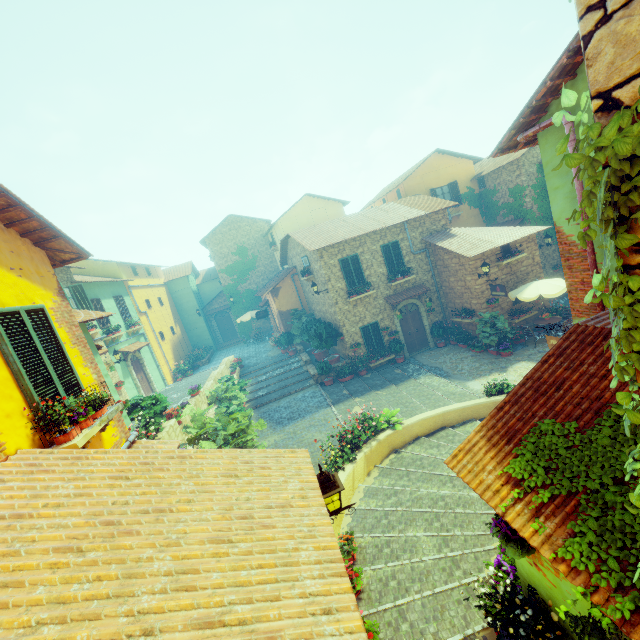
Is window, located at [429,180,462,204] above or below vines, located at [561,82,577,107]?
above

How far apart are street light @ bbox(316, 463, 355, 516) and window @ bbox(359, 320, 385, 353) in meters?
13.0

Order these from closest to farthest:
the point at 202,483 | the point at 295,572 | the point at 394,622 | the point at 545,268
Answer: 1. the point at 295,572
2. the point at 202,483
3. the point at 394,622
4. the point at 545,268

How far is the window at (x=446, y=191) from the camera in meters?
21.8

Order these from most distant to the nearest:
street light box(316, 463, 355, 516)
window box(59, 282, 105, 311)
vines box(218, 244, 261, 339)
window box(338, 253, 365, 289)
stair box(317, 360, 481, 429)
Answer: vines box(218, 244, 261, 339), window box(338, 253, 365, 289), window box(59, 282, 105, 311), stair box(317, 360, 481, 429), street light box(316, 463, 355, 516)

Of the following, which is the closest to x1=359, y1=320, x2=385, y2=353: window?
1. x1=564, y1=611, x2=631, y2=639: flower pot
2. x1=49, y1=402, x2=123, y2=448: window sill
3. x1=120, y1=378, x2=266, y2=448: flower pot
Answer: x1=120, y1=378, x2=266, y2=448: flower pot

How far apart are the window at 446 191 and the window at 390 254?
6.55m

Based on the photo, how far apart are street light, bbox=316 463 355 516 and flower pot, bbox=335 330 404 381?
13.0 meters
